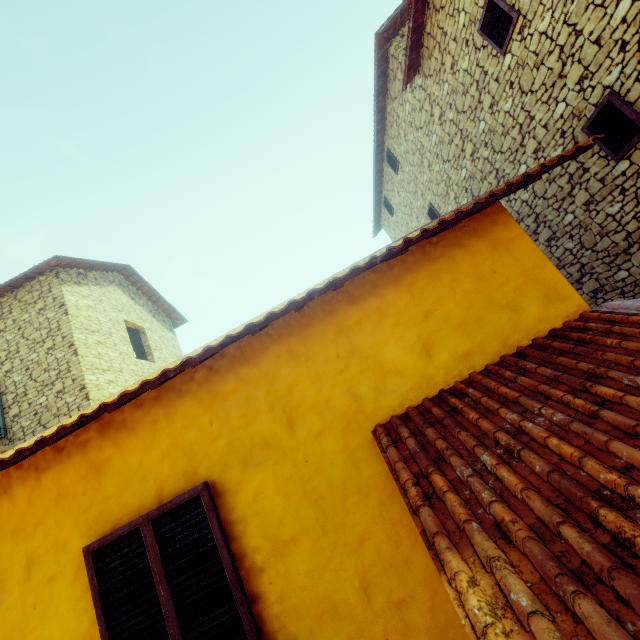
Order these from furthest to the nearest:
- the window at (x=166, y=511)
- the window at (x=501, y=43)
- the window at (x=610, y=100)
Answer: the window at (x=501, y=43), the window at (x=610, y=100), the window at (x=166, y=511)

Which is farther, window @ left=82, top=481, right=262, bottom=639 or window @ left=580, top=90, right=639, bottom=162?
window @ left=580, top=90, right=639, bottom=162

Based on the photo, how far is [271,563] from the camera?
2.4 meters

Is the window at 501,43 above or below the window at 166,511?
above

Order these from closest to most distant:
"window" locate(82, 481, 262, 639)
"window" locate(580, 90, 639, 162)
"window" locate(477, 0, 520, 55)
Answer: "window" locate(82, 481, 262, 639), "window" locate(580, 90, 639, 162), "window" locate(477, 0, 520, 55)

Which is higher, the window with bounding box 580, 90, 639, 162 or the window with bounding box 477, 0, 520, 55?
the window with bounding box 477, 0, 520, 55
